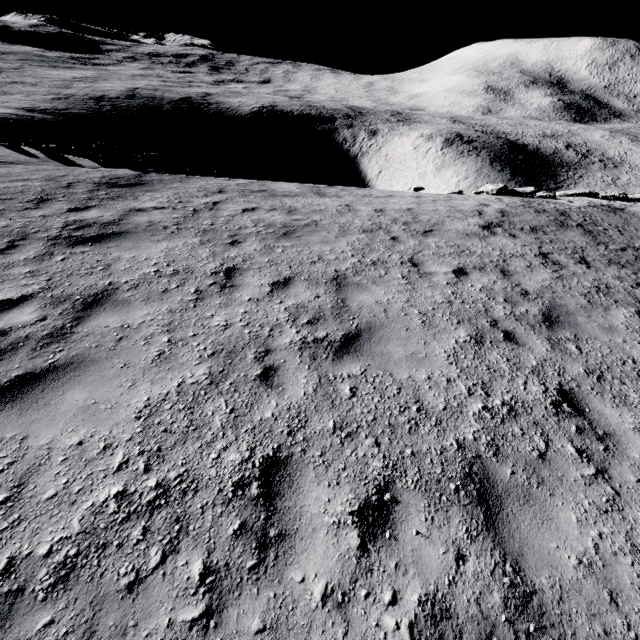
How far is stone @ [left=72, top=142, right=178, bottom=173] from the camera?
13.59m

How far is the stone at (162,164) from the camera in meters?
13.6 m

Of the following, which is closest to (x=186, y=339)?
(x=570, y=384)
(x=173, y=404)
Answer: (x=173, y=404)
